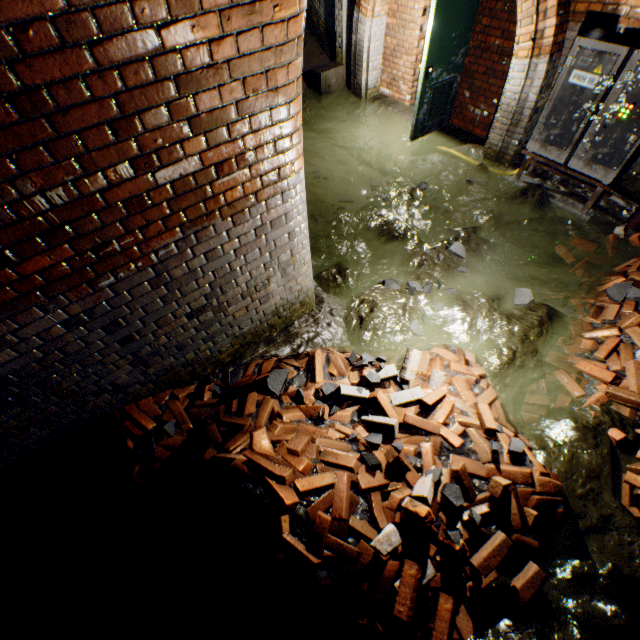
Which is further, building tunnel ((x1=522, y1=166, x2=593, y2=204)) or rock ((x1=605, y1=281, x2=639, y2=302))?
building tunnel ((x1=522, y1=166, x2=593, y2=204))

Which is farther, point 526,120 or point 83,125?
point 526,120

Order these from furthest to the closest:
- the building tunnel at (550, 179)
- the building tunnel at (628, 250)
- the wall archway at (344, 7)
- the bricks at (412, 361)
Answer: the wall archway at (344, 7) → the building tunnel at (550, 179) → the building tunnel at (628, 250) → the bricks at (412, 361)

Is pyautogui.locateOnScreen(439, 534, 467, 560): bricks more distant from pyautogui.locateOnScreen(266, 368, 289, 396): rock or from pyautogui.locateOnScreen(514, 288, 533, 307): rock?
pyautogui.locateOnScreen(514, 288, 533, 307): rock

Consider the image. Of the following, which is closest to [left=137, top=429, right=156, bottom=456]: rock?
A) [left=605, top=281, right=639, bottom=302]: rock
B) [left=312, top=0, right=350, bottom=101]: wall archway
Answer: [left=605, top=281, right=639, bottom=302]: rock

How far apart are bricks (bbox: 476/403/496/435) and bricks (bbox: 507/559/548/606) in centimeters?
97cm

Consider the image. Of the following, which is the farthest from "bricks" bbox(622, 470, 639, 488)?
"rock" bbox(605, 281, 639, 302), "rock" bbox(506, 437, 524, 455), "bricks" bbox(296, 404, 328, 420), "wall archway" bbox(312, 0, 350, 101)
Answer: "wall archway" bbox(312, 0, 350, 101)

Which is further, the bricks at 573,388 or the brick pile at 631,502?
the bricks at 573,388
